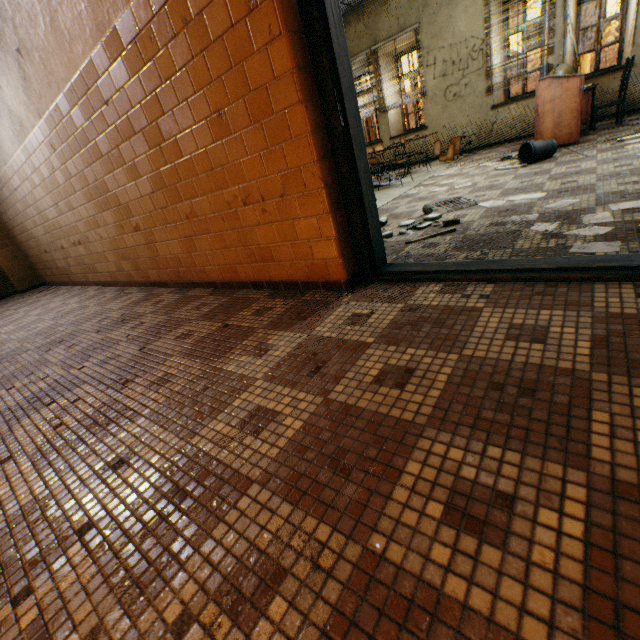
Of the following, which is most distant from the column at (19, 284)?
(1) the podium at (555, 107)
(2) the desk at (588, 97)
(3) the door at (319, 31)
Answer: (2) the desk at (588, 97)

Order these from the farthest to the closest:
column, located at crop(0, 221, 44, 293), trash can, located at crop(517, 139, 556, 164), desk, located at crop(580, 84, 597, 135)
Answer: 1. column, located at crop(0, 221, 44, 293)
2. desk, located at crop(580, 84, 597, 135)
3. trash can, located at crop(517, 139, 556, 164)

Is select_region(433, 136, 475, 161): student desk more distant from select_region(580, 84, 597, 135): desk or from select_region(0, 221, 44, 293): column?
select_region(0, 221, 44, 293): column

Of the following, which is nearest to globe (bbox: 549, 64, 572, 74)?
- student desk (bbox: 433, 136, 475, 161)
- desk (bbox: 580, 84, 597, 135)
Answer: desk (bbox: 580, 84, 597, 135)

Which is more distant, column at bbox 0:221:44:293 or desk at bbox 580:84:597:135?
column at bbox 0:221:44:293

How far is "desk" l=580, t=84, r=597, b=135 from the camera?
5.19m

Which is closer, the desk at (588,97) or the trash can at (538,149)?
the trash can at (538,149)

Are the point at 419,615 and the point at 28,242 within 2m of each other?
no
